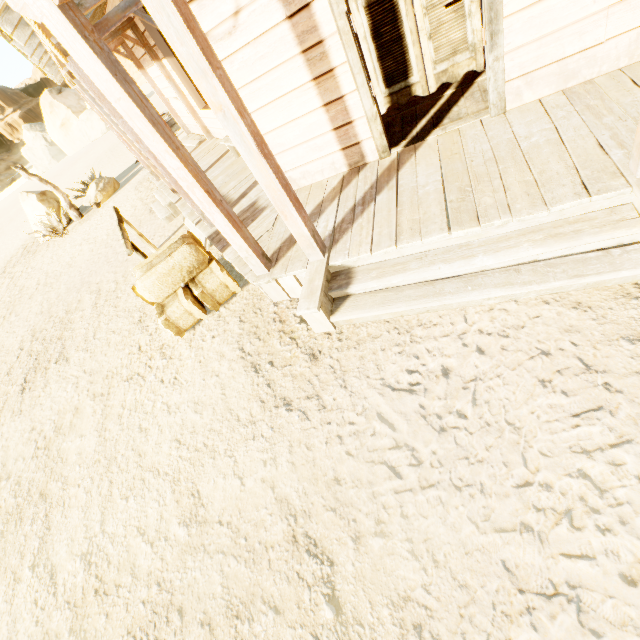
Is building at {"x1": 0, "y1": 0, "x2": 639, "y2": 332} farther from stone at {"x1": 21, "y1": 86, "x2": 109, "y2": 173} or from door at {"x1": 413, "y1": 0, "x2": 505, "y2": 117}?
stone at {"x1": 21, "y1": 86, "x2": 109, "y2": 173}

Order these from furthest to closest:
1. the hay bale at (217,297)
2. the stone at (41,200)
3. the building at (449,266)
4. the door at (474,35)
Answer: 1. the stone at (41,200)
2. the hay bale at (217,297)
3. the door at (474,35)
4. the building at (449,266)

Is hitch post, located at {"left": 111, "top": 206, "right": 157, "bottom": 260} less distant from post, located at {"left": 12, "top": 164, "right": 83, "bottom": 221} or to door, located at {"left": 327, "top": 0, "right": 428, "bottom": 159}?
door, located at {"left": 327, "top": 0, "right": 428, "bottom": 159}

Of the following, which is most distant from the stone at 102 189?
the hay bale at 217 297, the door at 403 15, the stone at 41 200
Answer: the door at 403 15

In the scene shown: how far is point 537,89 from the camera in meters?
3.3 m

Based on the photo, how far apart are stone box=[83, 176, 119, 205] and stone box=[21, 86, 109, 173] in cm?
3356

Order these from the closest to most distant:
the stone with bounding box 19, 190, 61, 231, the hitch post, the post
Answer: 1. the hitch post
2. the post
3. the stone with bounding box 19, 190, 61, 231

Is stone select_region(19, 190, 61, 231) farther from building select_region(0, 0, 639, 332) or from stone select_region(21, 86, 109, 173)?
stone select_region(21, 86, 109, 173)
